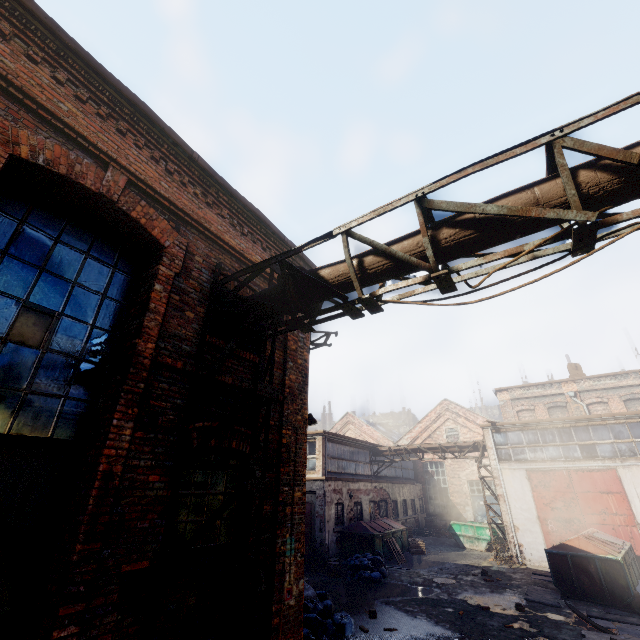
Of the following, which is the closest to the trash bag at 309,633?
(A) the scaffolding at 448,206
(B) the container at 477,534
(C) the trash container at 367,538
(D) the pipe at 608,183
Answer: (A) the scaffolding at 448,206

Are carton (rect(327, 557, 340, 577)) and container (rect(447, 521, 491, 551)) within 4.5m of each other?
no

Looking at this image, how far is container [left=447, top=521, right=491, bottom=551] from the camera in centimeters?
1964cm

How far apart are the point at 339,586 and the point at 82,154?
15.6 meters

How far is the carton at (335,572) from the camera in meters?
13.8

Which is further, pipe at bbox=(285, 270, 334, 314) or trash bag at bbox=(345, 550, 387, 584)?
trash bag at bbox=(345, 550, 387, 584)

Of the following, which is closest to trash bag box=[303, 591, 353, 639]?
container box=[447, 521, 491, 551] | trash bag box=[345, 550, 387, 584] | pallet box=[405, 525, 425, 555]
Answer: trash bag box=[345, 550, 387, 584]

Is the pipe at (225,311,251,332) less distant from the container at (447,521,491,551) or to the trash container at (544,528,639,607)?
the trash container at (544,528,639,607)
